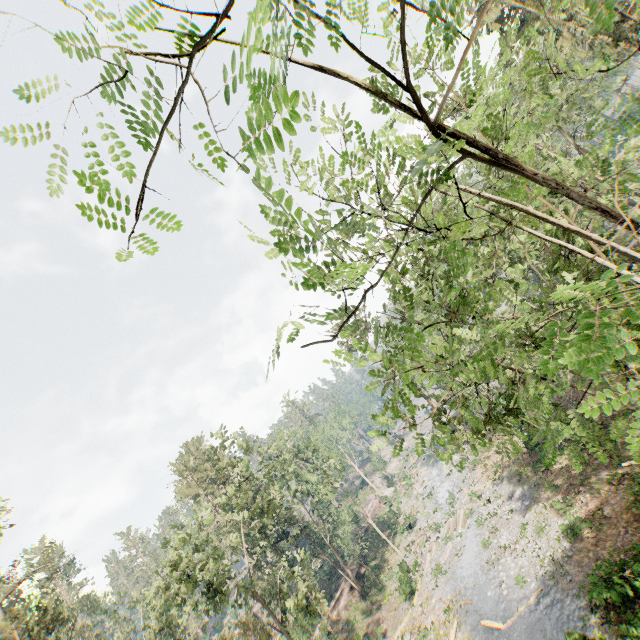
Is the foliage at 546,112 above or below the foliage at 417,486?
above

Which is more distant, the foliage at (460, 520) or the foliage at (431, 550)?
the foliage at (460, 520)

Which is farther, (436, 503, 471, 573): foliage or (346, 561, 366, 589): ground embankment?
(346, 561, 366, 589): ground embankment

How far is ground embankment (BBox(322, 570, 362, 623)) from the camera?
34.5 meters

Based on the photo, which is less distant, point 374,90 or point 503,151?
point 374,90

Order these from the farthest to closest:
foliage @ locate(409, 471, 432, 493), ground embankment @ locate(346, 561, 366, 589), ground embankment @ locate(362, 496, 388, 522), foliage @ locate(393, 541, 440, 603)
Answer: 1. ground embankment @ locate(362, 496, 388, 522)
2. foliage @ locate(409, 471, 432, 493)
3. ground embankment @ locate(346, 561, 366, 589)
4. foliage @ locate(393, 541, 440, 603)
